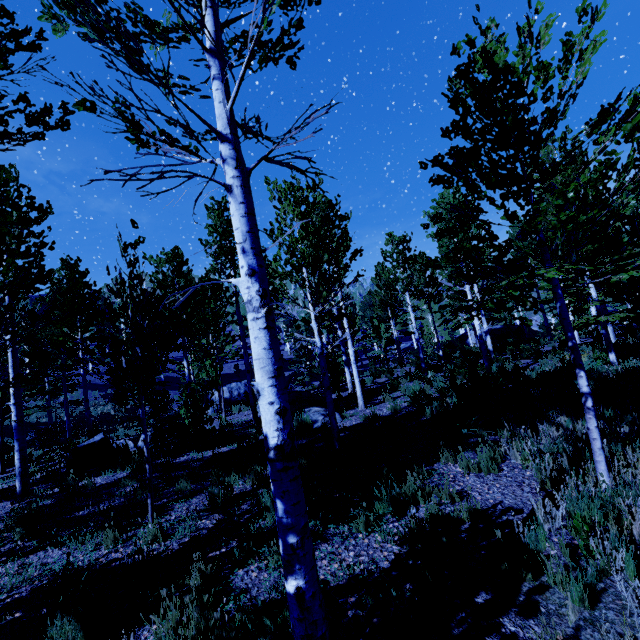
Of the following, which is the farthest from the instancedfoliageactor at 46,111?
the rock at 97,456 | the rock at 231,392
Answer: the rock at 231,392

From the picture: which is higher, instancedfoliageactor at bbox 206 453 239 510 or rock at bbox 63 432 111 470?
rock at bbox 63 432 111 470

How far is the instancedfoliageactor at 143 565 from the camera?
3.77m

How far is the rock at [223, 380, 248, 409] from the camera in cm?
2734

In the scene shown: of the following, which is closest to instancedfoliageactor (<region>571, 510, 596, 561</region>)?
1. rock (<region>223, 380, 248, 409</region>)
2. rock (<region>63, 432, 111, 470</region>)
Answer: rock (<region>63, 432, 111, 470</region>)

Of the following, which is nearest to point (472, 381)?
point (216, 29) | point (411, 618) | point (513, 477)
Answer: point (513, 477)

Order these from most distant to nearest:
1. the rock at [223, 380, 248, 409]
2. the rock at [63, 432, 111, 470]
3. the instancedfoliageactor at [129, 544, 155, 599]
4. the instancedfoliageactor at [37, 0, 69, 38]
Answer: the rock at [223, 380, 248, 409] → the rock at [63, 432, 111, 470] → the instancedfoliageactor at [129, 544, 155, 599] → the instancedfoliageactor at [37, 0, 69, 38]
